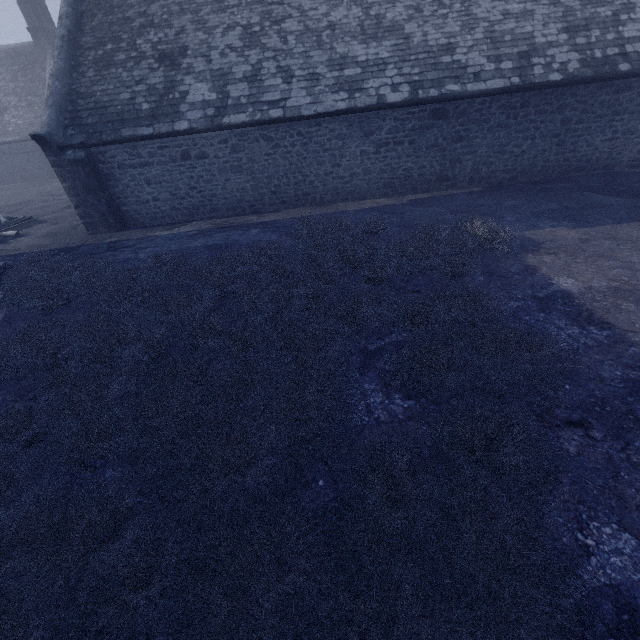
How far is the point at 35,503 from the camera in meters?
3.2
